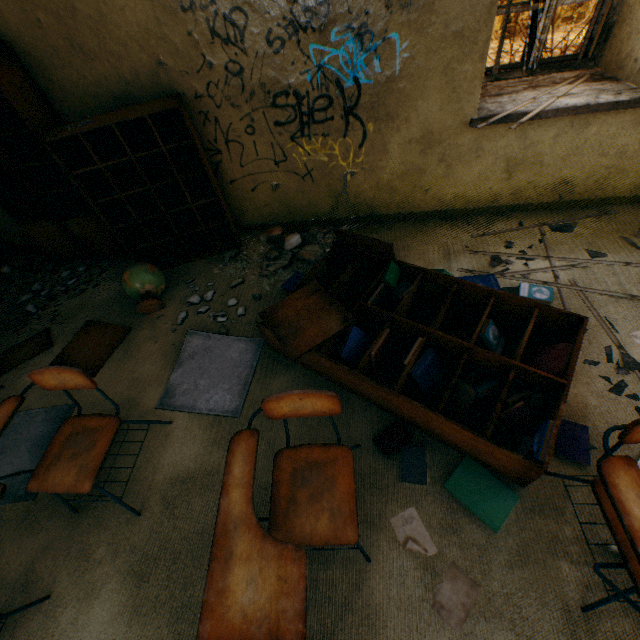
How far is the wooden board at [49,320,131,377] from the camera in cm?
262

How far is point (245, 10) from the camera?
2.1m

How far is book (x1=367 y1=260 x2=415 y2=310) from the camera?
2.2m

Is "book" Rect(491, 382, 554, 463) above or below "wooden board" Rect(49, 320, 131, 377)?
above

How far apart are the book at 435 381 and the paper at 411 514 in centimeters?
56cm

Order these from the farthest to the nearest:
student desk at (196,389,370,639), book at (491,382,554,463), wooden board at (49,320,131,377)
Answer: wooden board at (49,320,131,377) → book at (491,382,554,463) → student desk at (196,389,370,639)

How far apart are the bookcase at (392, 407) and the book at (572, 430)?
0.04m

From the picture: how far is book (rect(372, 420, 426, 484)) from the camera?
1.7m
